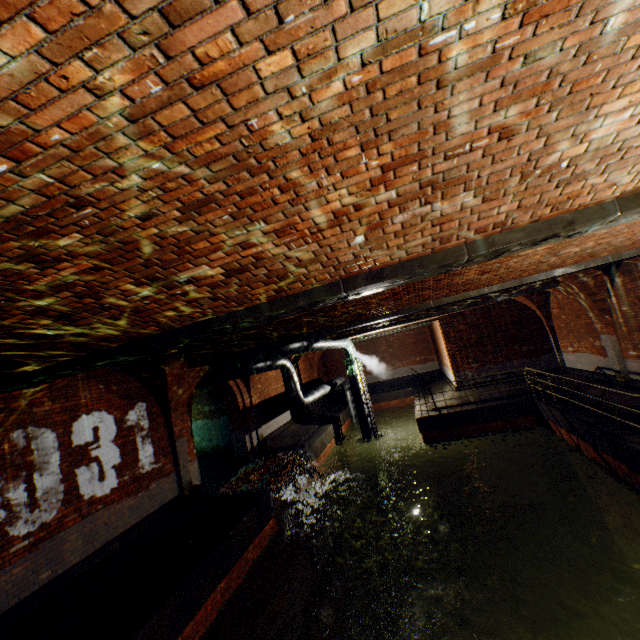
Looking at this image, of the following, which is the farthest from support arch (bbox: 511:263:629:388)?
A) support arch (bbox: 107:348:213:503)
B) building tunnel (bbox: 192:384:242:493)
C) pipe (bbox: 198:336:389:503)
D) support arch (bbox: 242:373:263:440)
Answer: building tunnel (bbox: 192:384:242:493)

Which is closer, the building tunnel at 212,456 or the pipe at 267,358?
the pipe at 267,358

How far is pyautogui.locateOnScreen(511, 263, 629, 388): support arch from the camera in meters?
10.6

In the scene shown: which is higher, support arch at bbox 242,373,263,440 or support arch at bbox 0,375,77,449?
support arch at bbox 0,375,77,449

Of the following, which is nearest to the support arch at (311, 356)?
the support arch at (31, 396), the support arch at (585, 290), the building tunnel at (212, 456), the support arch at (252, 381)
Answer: the support arch at (252, 381)

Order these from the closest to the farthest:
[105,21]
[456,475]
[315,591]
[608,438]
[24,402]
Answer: [105,21] < [24,402] < [608,438] < [315,591] < [456,475]

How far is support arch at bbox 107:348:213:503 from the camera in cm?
853

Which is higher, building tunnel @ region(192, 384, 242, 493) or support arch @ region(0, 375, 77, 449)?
support arch @ region(0, 375, 77, 449)
